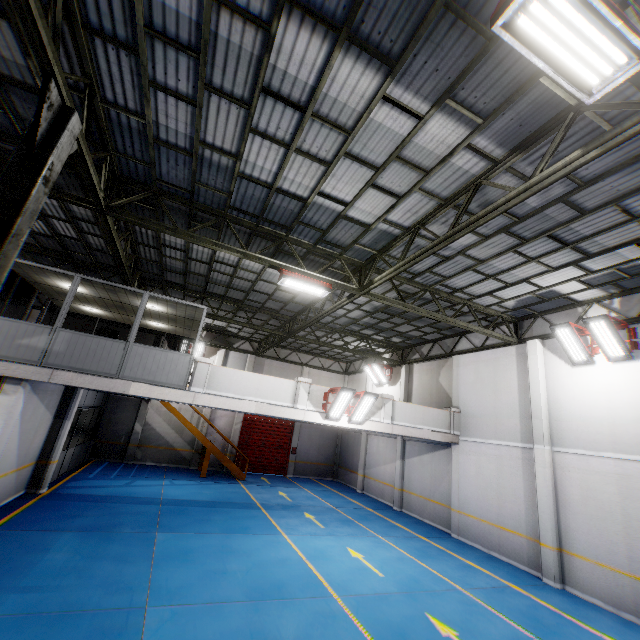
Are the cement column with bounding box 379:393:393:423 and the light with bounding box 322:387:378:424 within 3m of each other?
yes

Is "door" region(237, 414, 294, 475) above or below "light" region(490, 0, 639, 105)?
below

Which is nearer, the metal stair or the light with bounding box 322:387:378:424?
the light with bounding box 322:387:378:424

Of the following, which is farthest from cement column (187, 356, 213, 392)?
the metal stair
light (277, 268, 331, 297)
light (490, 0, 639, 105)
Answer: light (490, 0, 639, 105)

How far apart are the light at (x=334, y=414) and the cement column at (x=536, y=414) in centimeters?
651cm

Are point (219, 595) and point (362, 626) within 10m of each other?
yes

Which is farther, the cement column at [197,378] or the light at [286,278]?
the cement column at [197,378]

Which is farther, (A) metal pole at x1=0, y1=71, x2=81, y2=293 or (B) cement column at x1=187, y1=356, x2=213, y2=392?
(B) cement column at x1=187, y1=356, x2=213, y2=392
